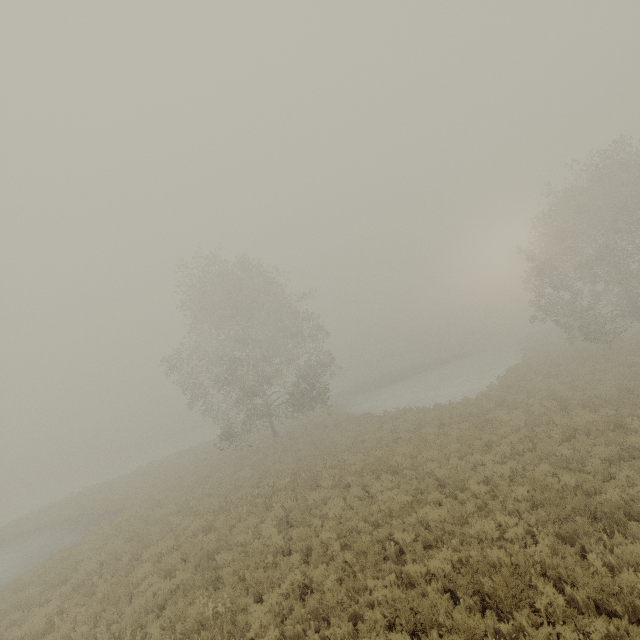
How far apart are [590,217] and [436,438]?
21.5m
